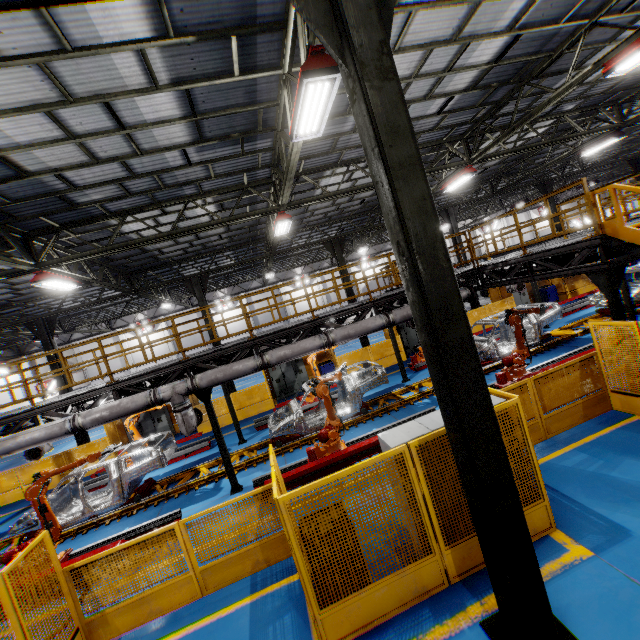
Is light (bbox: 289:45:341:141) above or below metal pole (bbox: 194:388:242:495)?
above

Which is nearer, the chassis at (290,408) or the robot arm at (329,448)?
the robot arm at (329,448)

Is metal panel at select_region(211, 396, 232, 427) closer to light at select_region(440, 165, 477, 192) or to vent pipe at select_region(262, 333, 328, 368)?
vent pipe at select_region(262, 333, 328, 368)

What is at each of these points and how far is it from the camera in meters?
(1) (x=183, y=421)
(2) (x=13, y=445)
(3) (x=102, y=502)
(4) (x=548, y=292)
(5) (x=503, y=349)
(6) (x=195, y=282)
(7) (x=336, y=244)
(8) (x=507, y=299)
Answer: (1) vent pipe, 8.7
(2) vent pipe, 8.0
(3) chassis, 10.5
(4) toolbox, 21.3
(5) chassis, 13.5
(6) metal pole, 17.4
(7) metal pole, 18.9
(8) metal panel, 20.0

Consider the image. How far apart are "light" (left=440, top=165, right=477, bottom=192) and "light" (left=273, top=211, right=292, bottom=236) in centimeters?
698cm

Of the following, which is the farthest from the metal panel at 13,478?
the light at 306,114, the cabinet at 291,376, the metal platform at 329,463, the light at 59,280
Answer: the light at 59,280

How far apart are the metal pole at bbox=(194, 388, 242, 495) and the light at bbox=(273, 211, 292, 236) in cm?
553

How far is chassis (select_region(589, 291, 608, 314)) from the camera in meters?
14.9
